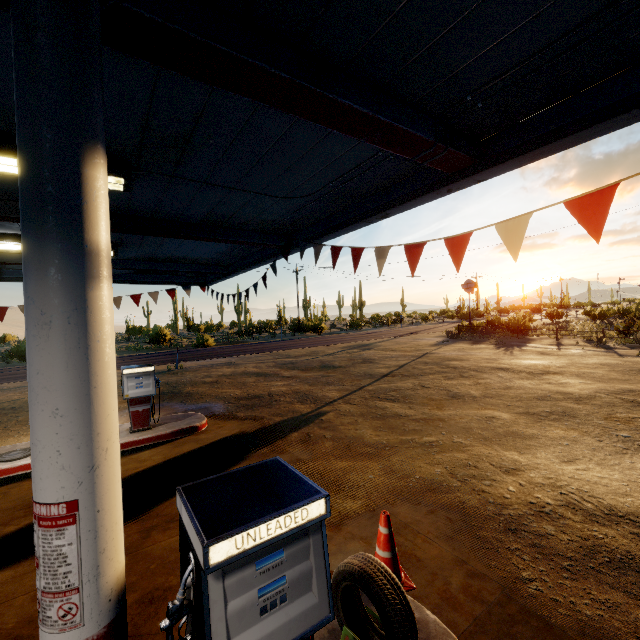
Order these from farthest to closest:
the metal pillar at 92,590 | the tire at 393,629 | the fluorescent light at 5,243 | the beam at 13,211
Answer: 1. the fluorescent light at 5,243
2. the beam at 13,211
3. the tire at 393,629
4. the metal pillar at 92,590

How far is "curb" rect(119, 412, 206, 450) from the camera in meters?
7.2

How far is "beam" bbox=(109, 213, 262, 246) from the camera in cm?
456

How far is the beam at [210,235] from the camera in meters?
4.6

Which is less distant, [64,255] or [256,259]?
[64,255]

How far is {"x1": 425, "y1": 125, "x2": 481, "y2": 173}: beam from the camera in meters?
2.7 m

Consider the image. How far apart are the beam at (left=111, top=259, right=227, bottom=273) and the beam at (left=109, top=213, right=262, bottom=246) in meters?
3.3

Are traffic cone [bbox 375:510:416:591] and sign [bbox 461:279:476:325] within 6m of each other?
no
